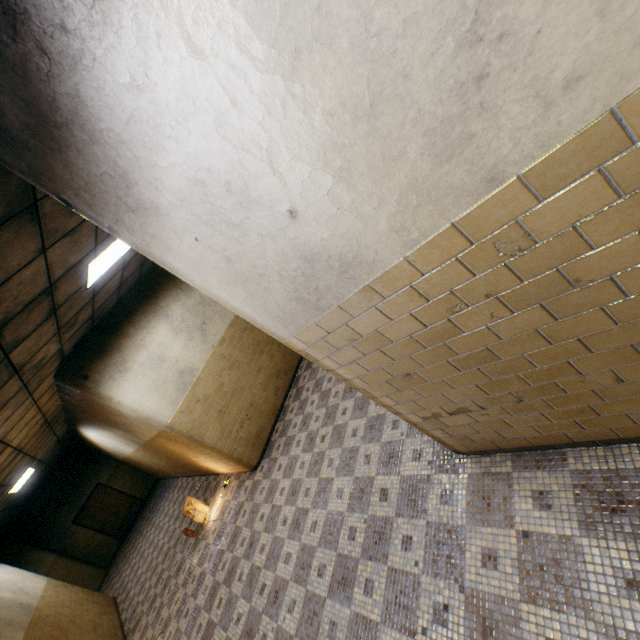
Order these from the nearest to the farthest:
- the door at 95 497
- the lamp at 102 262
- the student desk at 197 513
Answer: the lamp at 102 262 → the student desk at 197 513 → the door at 95 497

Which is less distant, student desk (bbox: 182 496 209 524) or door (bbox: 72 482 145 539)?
student desk (bbox: 182 496 209 524)

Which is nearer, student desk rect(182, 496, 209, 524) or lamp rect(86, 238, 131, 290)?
lamp rect(86, 238, 131, 290)

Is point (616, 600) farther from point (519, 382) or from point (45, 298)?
point (45, 298)

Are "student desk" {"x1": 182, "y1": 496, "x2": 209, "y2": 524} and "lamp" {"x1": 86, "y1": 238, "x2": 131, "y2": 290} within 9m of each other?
yes

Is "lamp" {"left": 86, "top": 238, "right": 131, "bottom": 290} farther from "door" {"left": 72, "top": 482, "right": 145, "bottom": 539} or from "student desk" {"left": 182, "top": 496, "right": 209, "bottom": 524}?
"door" {"left": 72, "top": 482, "right": 145, "bottom": 539}

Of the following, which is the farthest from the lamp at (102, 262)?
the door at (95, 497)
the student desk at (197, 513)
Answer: the door at (95, 497)

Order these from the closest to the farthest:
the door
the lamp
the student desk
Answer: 1. the lamp
2. the student desk
3. the door
